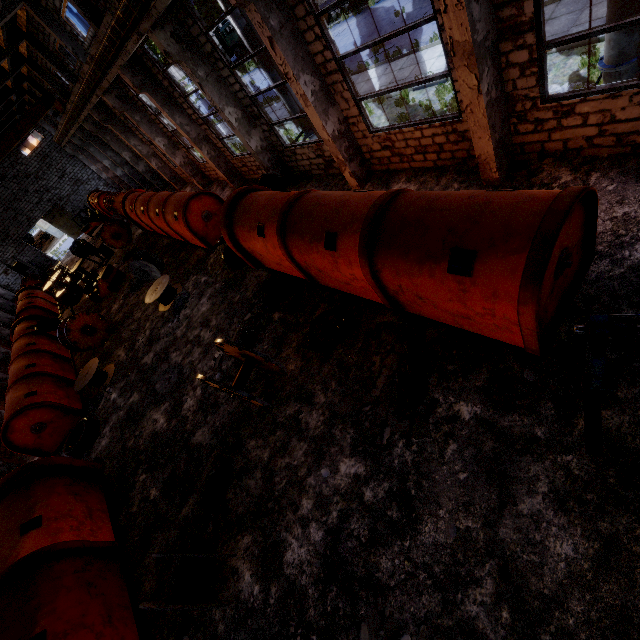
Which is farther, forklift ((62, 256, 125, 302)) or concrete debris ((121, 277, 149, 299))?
forklift ((62, 256, 125, 302))

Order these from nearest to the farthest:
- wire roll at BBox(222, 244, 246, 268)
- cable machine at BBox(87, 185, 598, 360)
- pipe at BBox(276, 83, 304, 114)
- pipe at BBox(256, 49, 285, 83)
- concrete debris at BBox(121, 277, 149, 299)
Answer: cable machine at BBox(87, 185, 598, 360), pipe at BBox(256, 49, 285, 83), pipe at BBox(276, 83, 304, 114), wire roll at BBox(222, 244, 246, 268), concrete debris at BBox(121, 277, 149, 299)

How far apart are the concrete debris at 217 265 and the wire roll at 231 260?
0.01m

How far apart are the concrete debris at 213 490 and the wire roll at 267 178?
9.5m

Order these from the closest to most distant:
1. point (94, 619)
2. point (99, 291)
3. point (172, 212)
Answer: point (94, 619) < point (172, 212) < point (99, 291)

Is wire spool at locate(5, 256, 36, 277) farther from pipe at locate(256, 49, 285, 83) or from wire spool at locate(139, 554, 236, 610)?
wire spool at locate(139, 554, 236, 610)

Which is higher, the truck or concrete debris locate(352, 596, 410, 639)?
the truck

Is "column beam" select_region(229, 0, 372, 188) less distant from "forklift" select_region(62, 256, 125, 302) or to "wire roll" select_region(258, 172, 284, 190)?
"wire roll" select_region(258, 172, 284, 190)
